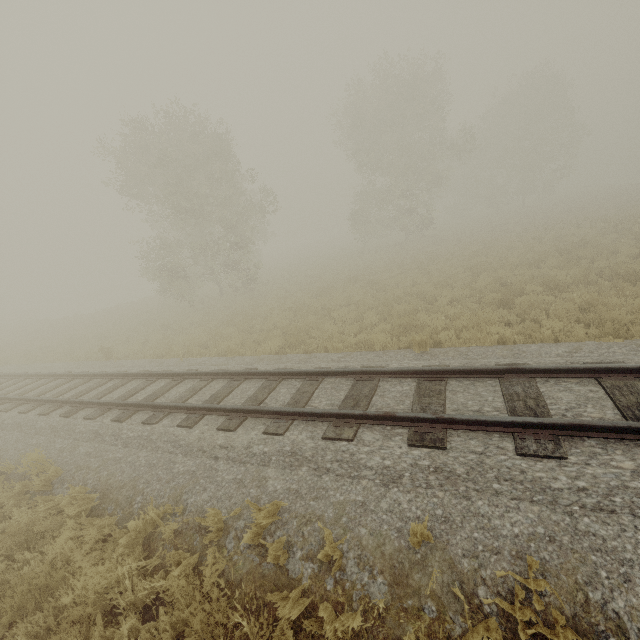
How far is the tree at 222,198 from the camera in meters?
18.5 m

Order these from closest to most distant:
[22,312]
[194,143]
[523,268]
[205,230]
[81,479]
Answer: [81,479] < [523,268] < [194,143] < [205,230] < [22,312]

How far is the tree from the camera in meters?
18.5
